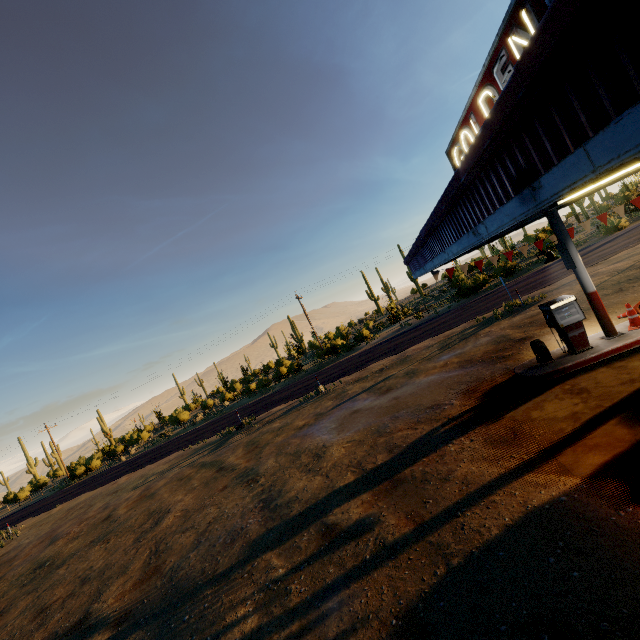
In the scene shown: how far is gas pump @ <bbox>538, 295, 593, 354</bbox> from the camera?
8.7m

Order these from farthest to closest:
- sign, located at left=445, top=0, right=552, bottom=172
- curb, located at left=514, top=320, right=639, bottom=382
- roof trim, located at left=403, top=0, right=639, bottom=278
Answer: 1. curb, located at left=514, top=320, right=639, bottom=382
2. sign, located at left=445, top=0, right=552, bottom=172
3. roof trim, located at left=403, top=0, right=639, bottom=278

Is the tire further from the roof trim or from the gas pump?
the roof trim

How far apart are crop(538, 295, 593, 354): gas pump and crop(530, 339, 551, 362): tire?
0.3m

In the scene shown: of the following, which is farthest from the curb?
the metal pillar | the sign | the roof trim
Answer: the sign

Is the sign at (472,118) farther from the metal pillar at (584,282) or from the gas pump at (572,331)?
the gas pump at (572,331)

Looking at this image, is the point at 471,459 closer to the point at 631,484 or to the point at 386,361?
the point at 631,484

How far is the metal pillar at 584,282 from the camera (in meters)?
8.74
